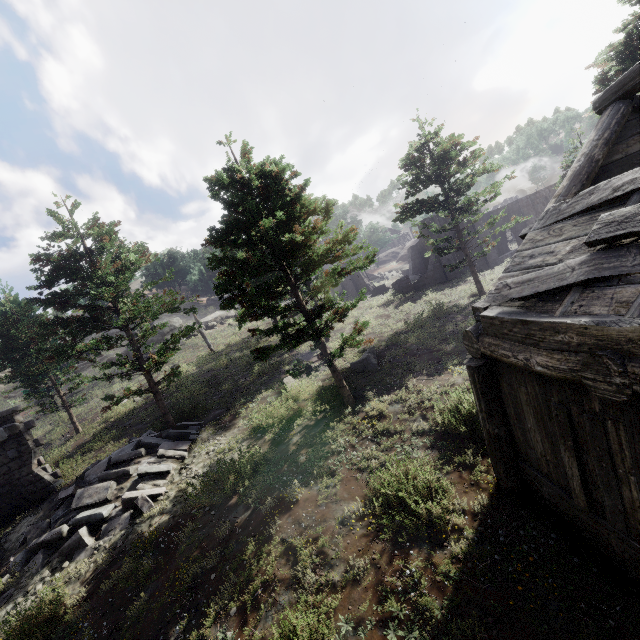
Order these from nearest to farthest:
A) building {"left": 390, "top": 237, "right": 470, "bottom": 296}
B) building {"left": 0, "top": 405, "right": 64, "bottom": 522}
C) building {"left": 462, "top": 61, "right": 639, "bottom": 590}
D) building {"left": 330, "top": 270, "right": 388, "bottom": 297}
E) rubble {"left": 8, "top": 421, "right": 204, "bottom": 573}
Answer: building {"left": 462, "top": 61, "right": 639, "bottom": 590}
rubble {"left": 8, "top": 421, "right": 204, "bottom": 573}
building {"left": 0, "top": 405, "right": 64, "bottom": 522}
building {"left": 390, "top": 237, "right": 470, "bottom": 296}
building {"left": 330, "top": 270, "right": 388, "bottom": 297}

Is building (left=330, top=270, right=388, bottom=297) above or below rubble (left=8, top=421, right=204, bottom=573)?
above

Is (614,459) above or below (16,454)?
below

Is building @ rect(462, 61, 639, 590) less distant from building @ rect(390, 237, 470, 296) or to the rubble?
building @ rect(390, 237, 470, 296)

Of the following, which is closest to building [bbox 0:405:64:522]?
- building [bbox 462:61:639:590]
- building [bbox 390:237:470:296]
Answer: building [bbox 462:61:639:590]

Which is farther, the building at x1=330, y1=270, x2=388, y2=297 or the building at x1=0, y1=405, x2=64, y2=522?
the building at x1=330, y1=270, x2=388, y2=297

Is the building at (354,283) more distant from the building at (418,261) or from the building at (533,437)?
the building at (533,437)

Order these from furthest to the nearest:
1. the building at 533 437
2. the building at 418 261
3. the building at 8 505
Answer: the building at 418 261
the building at 8 505
the building at 533 437
